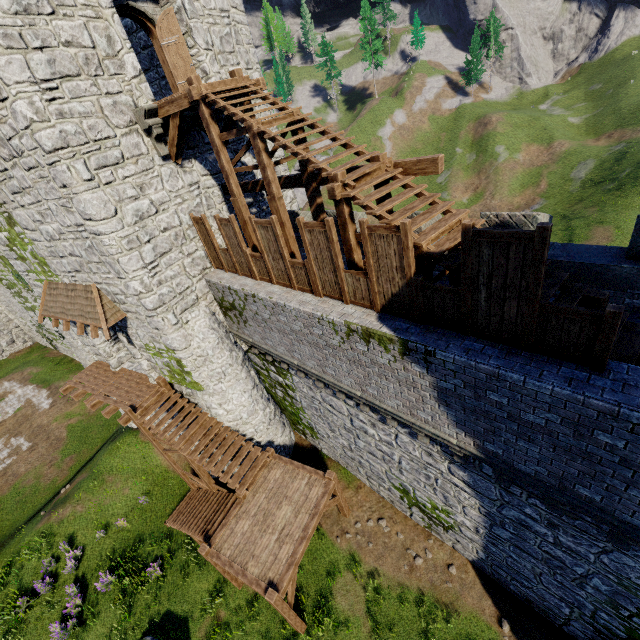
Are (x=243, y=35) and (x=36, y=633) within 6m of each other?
no

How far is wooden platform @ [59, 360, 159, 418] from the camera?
13.84m

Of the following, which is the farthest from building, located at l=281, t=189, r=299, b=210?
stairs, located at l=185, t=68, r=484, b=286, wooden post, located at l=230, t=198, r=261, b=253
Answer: wooden post, located at l=230, t=198, r=261, b=253

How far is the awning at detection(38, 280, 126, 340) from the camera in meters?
11.6 m

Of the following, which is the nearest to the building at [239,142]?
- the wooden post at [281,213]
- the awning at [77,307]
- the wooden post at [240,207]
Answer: the awning at [77,307]

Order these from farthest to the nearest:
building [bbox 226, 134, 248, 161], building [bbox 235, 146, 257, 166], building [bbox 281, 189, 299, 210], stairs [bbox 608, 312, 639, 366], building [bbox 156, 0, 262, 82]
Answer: building [bbox 281, 189, 299, 210] < building [bbox 235, 146, 257, 166] < building [bbox 226, 134, 248, 161] < building [bbox 156, 0, 262, 82] < stairs [bbox 608, 312, 639, 366]

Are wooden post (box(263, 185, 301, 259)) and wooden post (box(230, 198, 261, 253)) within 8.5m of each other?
yes

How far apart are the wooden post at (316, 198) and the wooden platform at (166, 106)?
3.3m
